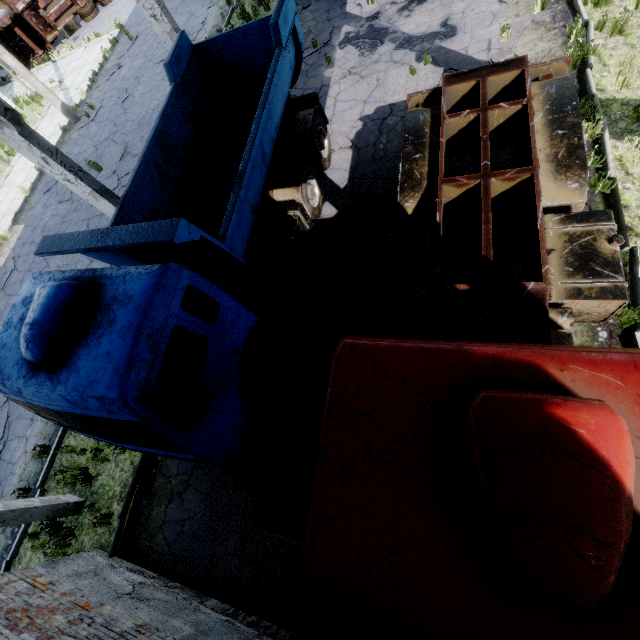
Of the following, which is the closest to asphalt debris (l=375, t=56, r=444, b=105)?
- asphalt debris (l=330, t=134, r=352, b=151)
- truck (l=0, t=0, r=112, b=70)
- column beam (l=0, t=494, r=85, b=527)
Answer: asphalt debris (l=330, t=134, r=352, b=151)

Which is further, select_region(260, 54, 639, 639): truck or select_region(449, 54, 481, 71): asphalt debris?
select_region(449, 54, 481, 71): asphalt debris

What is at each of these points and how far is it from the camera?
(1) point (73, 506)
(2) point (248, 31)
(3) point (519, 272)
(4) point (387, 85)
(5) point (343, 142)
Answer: (1) column beam, 7.2m
(2) truck, 7.0m
(3) asphalt debris, 5.9m
(4) asphalt debris, 9.0m
(5) asphalt debris, 8.8m

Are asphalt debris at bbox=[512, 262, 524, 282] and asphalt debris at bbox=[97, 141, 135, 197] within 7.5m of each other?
no

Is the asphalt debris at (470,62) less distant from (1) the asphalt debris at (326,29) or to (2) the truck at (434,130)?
(2) the truck at (434,130)

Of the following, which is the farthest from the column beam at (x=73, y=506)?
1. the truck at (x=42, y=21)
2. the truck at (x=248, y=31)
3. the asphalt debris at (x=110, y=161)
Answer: the truck at (x=42, y=21)

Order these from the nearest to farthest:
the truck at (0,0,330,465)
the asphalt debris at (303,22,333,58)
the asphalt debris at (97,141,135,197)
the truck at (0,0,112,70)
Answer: the truck at (0,0,330,465), the asphalt debris at (303,22,333,58), the asphalt debris at (97,141,135,197), the truck at (0,0,112,70)

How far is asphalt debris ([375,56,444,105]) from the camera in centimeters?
845cm
